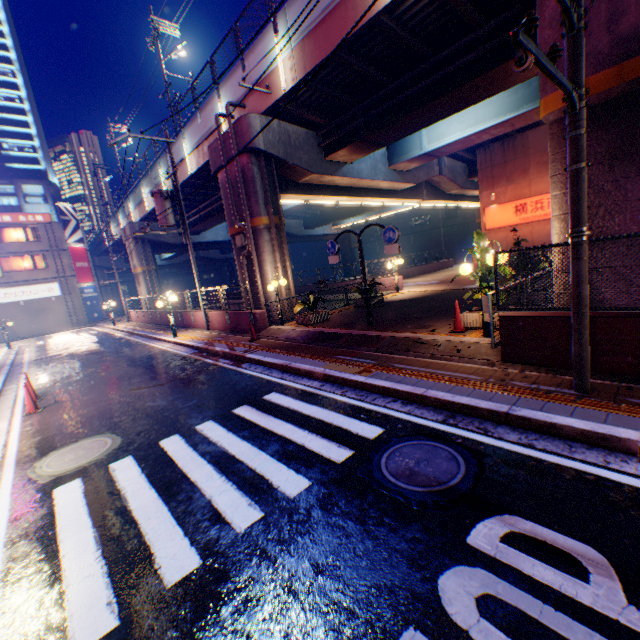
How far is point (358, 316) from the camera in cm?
1366

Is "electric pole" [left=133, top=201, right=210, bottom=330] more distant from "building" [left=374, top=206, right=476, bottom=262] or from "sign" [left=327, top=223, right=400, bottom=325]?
"building" [left=374, top=206, right=476, bottom=262]

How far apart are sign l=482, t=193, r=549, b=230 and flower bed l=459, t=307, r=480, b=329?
15.85m

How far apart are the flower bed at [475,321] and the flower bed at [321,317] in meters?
5.8

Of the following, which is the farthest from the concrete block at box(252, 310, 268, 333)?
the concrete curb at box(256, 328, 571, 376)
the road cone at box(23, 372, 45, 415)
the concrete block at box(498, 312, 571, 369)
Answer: the concrete block at box(498, 312, 571, 369)

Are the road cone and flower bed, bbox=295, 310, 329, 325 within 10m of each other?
yes

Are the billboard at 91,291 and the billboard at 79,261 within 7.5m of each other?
yes

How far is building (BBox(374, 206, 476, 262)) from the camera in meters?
50.5
